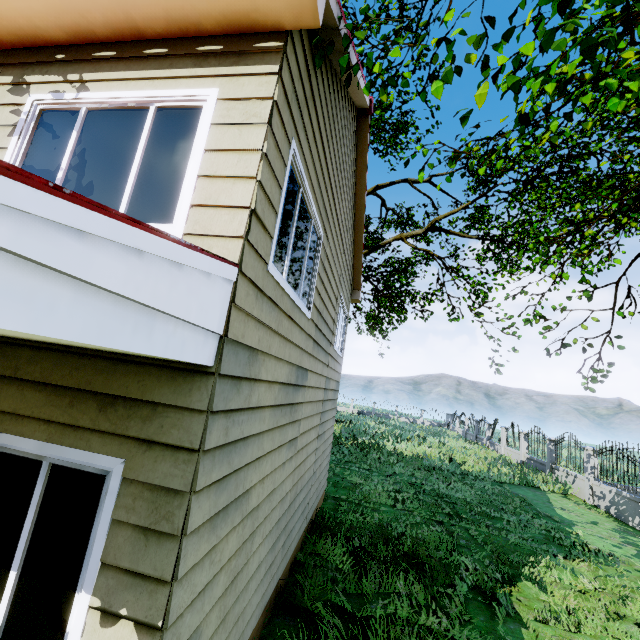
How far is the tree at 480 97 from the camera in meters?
2.5

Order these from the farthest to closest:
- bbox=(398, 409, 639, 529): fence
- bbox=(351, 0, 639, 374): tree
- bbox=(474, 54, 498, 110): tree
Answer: bbox=(398, 409, 639, 529): fence, bbox=(351, 0, 639, 374): tree, bbox=(474, 54, 498, 110): tree

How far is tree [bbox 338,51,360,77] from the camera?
3.21m

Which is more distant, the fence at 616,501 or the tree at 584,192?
the fence at 616,501

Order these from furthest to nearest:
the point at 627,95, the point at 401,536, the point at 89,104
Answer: the point at 627,95, the point at 401,536, the point at 89,104

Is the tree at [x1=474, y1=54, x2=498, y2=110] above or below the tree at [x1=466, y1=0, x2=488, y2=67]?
below

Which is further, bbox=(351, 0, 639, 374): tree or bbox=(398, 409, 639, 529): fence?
bbox=(398, 409, 639, 529): fence
